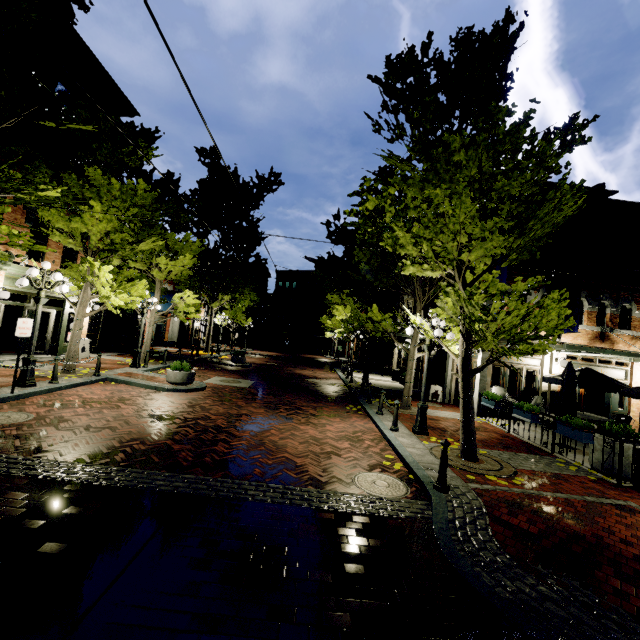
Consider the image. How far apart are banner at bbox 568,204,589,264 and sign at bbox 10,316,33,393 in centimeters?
1812cm

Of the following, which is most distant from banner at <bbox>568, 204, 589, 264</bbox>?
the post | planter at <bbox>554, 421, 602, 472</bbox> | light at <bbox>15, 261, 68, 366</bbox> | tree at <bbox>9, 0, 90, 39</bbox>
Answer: light at <bbox>15, 261, 68, 366</bbox>

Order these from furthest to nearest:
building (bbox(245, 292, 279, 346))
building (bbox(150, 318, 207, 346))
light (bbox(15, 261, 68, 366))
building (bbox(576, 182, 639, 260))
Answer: building (bbox(245, 292, 279, 346)) → building (bbox(150, 318, 207, 346)) → building (bbox(576, 182, 639, 260)) → light (bbox(15, 261, 68, 366))

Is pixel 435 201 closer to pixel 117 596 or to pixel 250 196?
pixel 117 596

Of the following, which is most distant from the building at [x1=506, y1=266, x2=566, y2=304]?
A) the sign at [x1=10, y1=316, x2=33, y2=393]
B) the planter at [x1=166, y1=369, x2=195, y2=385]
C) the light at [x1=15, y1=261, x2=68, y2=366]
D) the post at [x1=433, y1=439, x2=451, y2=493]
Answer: the post at [x1=433, y1=439, x2=451, y2=493]

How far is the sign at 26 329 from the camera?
8.33m

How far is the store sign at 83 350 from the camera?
15.50m

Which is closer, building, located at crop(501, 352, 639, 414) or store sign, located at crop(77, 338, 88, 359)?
building, located at crop(501, 352, 639, 414)
